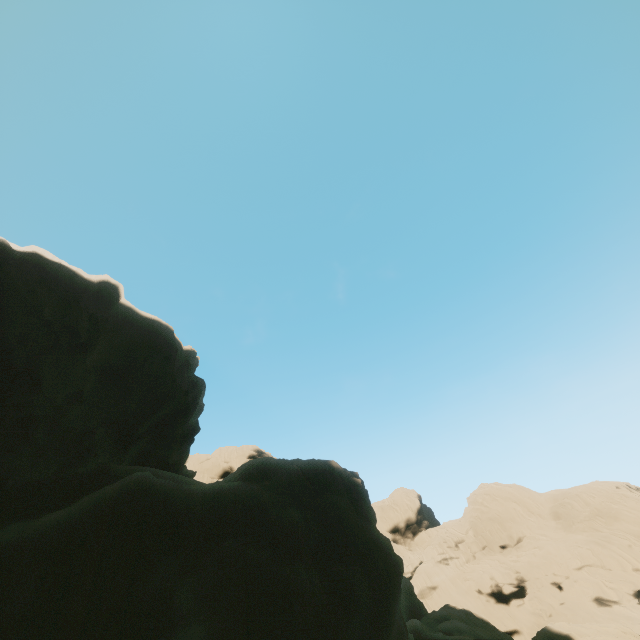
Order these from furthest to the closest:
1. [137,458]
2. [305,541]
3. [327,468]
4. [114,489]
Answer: [137,458]
[327,468]
[114,489]
[305,541]
